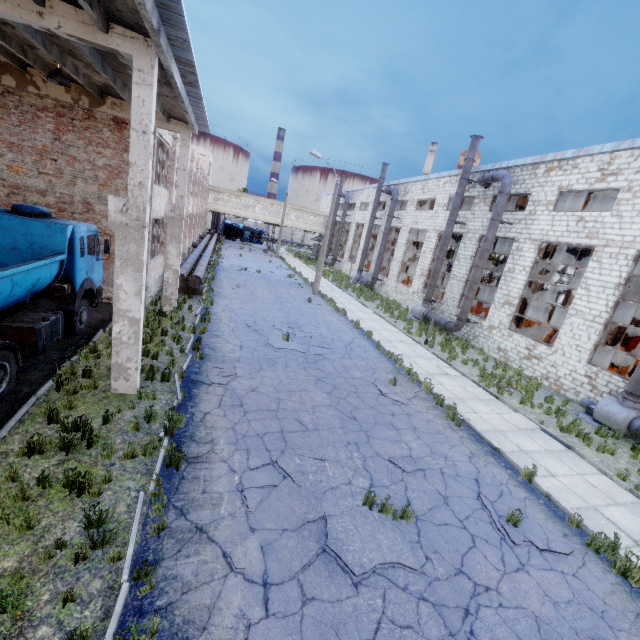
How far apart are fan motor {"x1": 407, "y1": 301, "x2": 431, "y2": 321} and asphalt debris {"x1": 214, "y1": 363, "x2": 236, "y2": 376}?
16.73m

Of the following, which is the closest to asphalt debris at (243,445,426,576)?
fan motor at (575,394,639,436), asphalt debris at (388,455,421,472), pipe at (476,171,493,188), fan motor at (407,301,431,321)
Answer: asphalt debris at (388,455,421,472)

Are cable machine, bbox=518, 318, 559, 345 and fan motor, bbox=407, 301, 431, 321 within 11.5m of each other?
yes

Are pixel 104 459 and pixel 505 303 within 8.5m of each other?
no

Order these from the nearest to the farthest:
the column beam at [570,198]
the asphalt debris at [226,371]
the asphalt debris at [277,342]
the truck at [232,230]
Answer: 1. the asphalt debris at [226,371]
2. the asphalt debris at [277,342]
3. the column beam at [570,198]
4. the truck at [232,230]

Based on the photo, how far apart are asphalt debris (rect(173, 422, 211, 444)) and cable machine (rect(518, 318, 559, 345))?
23.4m

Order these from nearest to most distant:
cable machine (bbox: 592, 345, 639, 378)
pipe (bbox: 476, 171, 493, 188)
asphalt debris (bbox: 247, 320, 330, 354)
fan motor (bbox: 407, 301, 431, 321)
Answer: asphalt debris (bbox: 247, 320, 330, 354) < cable machine (bbox: 592, 345, 639, 378) < pipe (bbox: 476, 171, 493, 188) < fan motor (bbox: 407, 301, 431, 321)

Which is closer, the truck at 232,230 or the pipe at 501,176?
the pipe at 501,176
